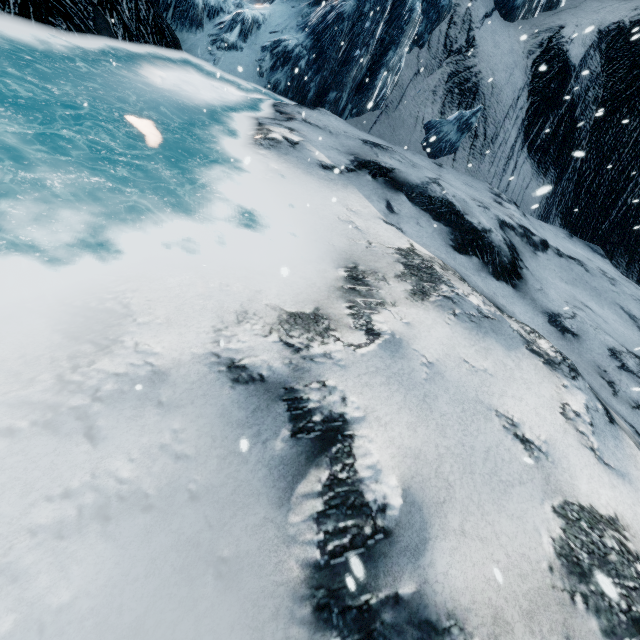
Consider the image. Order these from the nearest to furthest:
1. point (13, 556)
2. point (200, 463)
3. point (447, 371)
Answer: point (13, 556), point (200, 463), point (447, 371)
